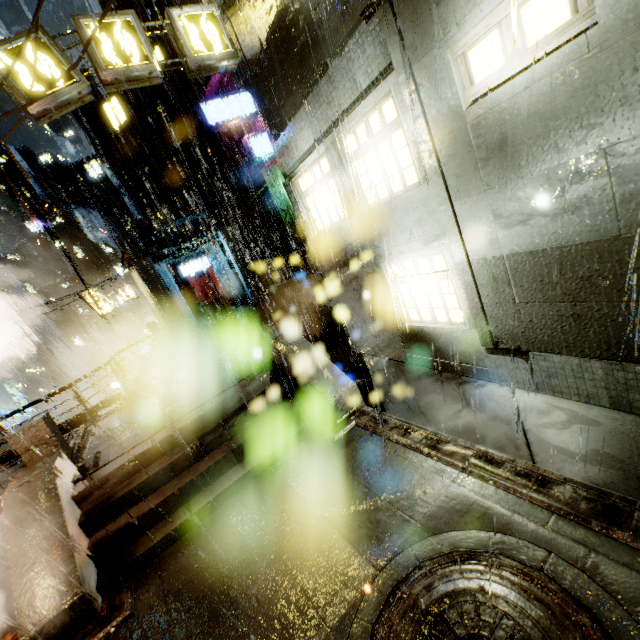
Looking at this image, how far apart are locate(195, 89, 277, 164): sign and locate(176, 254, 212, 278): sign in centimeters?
936cm

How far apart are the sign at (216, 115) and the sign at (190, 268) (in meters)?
9.36

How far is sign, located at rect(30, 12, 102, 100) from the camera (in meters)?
6.93

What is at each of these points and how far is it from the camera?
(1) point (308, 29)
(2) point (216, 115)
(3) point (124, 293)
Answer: (1) building, 6.6m
(2) sign, 20.6m
(3) sign, 25.5m

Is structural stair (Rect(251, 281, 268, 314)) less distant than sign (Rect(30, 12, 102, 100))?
No

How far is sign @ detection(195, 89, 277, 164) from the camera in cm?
2045

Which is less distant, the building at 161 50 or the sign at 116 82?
the sign at 116 82

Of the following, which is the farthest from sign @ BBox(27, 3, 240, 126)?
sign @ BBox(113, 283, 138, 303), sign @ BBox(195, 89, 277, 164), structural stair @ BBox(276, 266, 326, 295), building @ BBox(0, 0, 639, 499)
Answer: sign @ BBox(113, 283, 138, 303)
